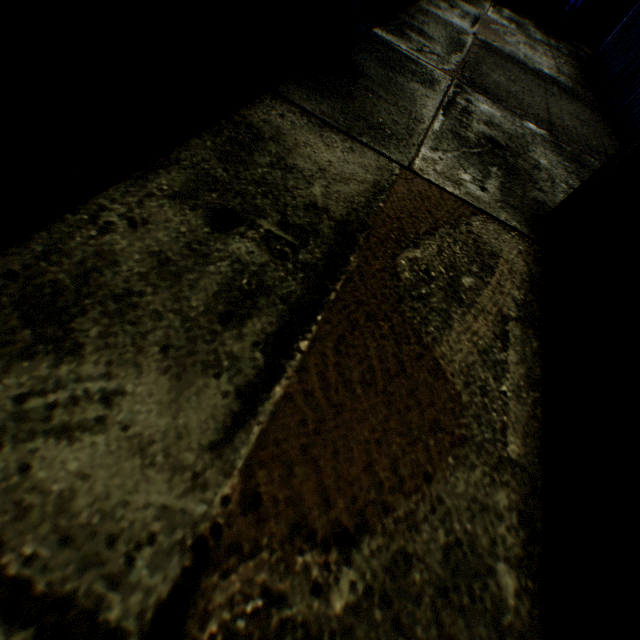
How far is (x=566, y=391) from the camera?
2.39m

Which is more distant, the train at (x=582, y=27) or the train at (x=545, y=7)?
the train at (x=545, y=7)

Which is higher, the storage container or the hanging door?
the hanging door

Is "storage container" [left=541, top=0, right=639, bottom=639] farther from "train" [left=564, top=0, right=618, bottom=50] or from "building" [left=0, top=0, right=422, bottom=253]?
"train" [left=564, top=0, right=618, bottom=50]

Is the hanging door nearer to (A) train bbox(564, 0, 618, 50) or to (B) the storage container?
(A) train bbox(564, 0, 618, 50)

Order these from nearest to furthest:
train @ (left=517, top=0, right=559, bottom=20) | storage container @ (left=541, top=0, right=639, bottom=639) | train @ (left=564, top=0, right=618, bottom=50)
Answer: storage container @ (left=541, top=0, right=639, bottom=639), train @ (left=564, top=0, right=618, bottom=50), train @ (left=517, top=0, right=559, bottom=20)

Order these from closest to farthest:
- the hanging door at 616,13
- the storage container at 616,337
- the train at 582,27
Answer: the storage container at 616,337 < the train at 582,27 < the hanging door at 616,13

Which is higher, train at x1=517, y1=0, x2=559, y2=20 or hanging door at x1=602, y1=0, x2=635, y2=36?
hanging door at x1=602, y1=0, x2=635, y2=36
